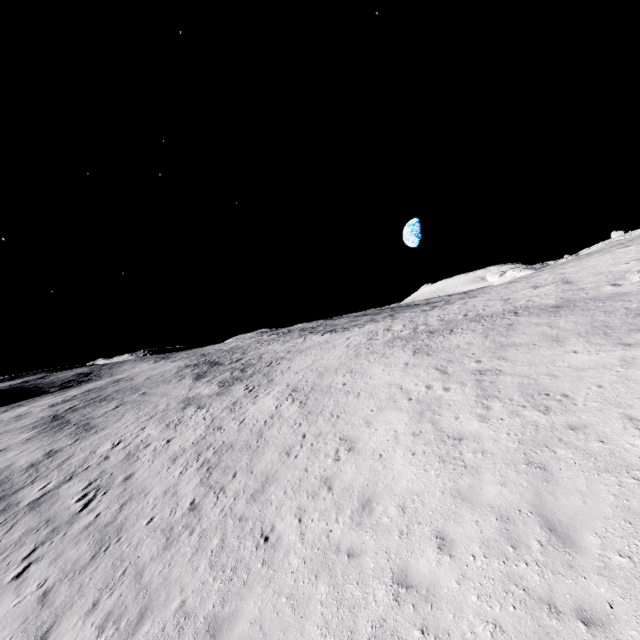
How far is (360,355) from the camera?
22.8 meters
